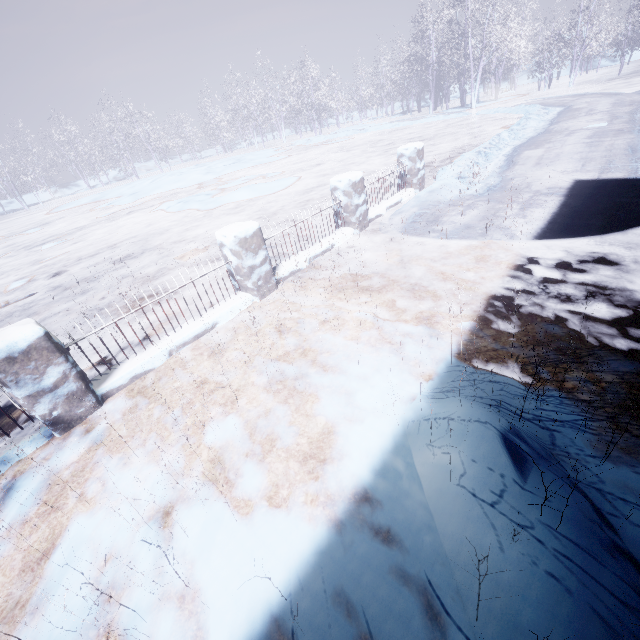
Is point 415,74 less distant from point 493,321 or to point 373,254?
point 373,254
